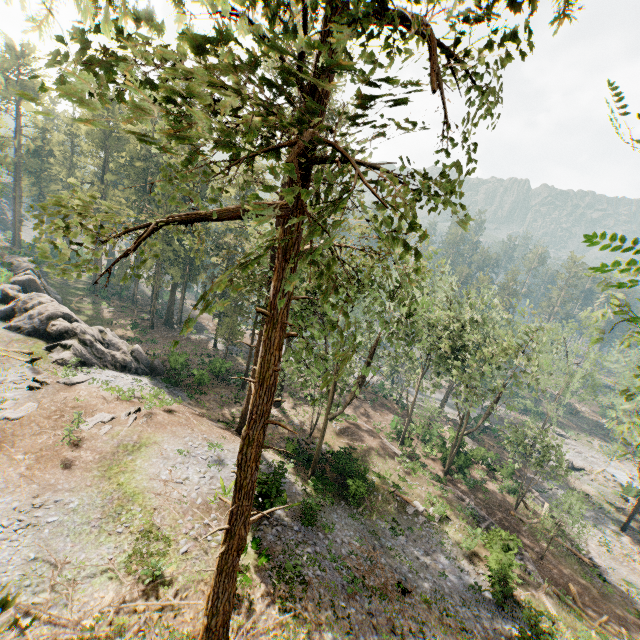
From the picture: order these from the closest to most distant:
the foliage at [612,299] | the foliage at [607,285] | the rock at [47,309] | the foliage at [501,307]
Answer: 1. the foliage at [607,285]
2. the foliage at [612,299]
3. the rock at [47,309]
4. the foliage at [501,307]

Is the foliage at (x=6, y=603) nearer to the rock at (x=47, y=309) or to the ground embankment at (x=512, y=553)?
the rock at (x=47, y=309)

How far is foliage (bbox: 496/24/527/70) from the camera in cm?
395

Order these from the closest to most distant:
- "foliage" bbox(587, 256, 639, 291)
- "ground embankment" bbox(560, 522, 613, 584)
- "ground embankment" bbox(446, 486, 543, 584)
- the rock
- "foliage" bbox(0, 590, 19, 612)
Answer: "foliage" bbox(0, 590, 19, 612) < "foliage" bbox(587, 256, 639, 291) < "ground embankment" bbox(446, 486, 543, 584) < the rock < "ground embankment" bbox(560, 522, 613, 584)

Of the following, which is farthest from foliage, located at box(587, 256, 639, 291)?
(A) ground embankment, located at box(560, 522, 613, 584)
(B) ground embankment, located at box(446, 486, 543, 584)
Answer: (B) ground embankment, located at box(446, 486, 543, 584)

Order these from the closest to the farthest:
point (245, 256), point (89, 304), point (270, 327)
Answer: point (245, 256)
point (270, 327)
point (89, 304)

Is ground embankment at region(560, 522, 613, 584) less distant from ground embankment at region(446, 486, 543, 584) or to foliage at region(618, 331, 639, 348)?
foliage at region(618, 331, 639, 348)

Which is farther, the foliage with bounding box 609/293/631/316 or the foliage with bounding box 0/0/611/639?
the foliage with bounding box 609/293/631/316
